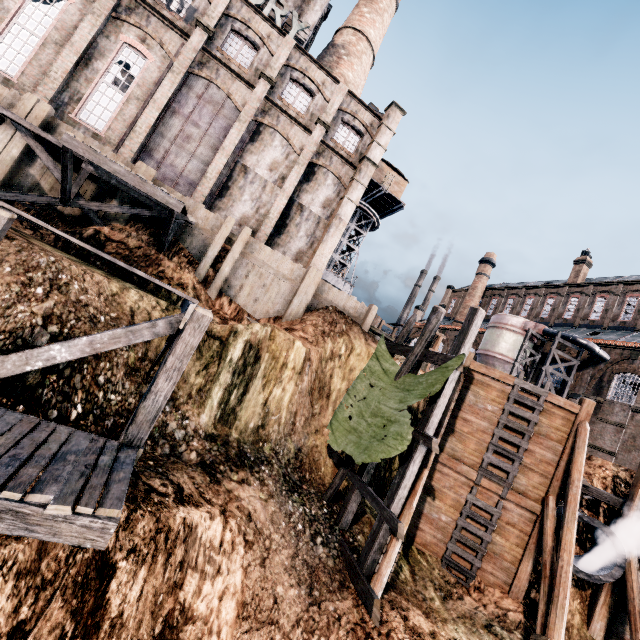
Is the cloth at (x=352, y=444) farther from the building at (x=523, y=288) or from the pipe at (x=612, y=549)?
the building at (x=523, y=288)

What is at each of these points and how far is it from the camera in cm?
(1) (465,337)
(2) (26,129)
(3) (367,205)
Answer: (1) wooden scaffolding, 1127
(2) wooden scaffolding, 1462
(3) crane, 4184

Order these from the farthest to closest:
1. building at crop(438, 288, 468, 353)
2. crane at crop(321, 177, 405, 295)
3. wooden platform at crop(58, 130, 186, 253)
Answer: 1. building at crop(438, 288, 468, 353)
2. crane at crop(321, 177, 405, 295)
3. wooden platform at crop(58, 130, 186, 253)

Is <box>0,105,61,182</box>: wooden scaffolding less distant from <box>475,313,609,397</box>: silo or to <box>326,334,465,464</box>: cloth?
<box>326,334,465,464</box>: cloth

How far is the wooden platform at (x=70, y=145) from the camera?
13.1m

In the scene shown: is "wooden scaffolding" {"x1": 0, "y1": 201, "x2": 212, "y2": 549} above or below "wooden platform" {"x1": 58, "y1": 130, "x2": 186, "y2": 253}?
below

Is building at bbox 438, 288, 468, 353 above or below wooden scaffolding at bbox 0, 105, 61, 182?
above

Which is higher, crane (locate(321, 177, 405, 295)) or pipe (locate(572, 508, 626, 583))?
crane (locate(321, 177, 405, 295))
